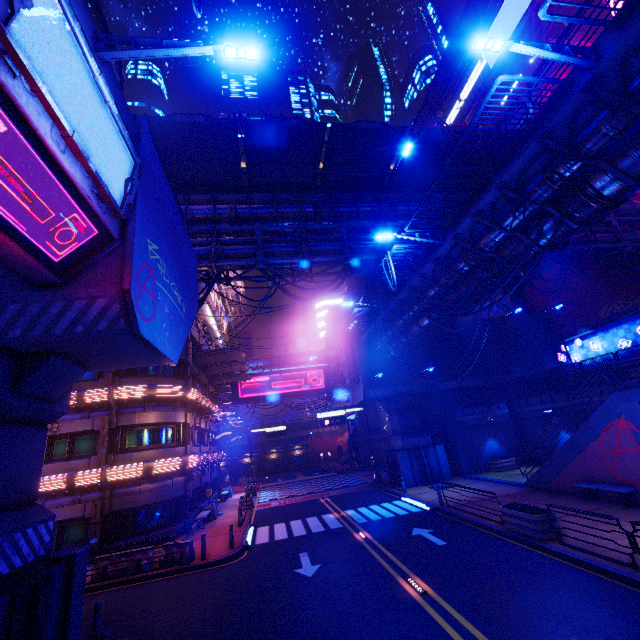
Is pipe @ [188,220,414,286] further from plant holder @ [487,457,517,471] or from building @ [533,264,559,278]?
plant holder @ [487,457,517,471]

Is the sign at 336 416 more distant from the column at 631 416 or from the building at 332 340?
the column at 631 416

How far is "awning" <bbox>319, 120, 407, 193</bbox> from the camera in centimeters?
1644cm

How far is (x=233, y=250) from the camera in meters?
17.8

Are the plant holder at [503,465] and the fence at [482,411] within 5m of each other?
yes

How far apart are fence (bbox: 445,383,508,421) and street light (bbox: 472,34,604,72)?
24.8m

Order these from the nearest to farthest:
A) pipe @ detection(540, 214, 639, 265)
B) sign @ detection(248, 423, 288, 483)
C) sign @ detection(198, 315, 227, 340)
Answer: pipe @ detection(540, 214, 639, 265) < sign @ detection(198, 315, 227, 340) < sign @ detection(248, 423, 288, 483)

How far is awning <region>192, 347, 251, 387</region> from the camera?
27.1 meters
